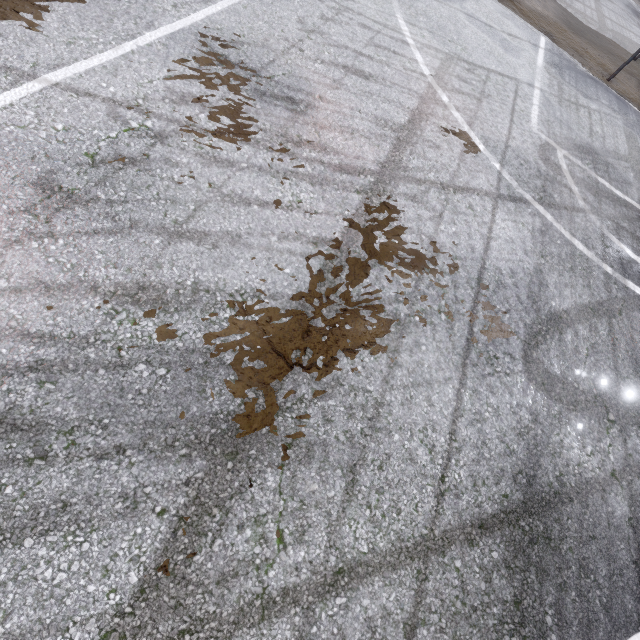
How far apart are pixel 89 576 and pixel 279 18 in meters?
5.7
